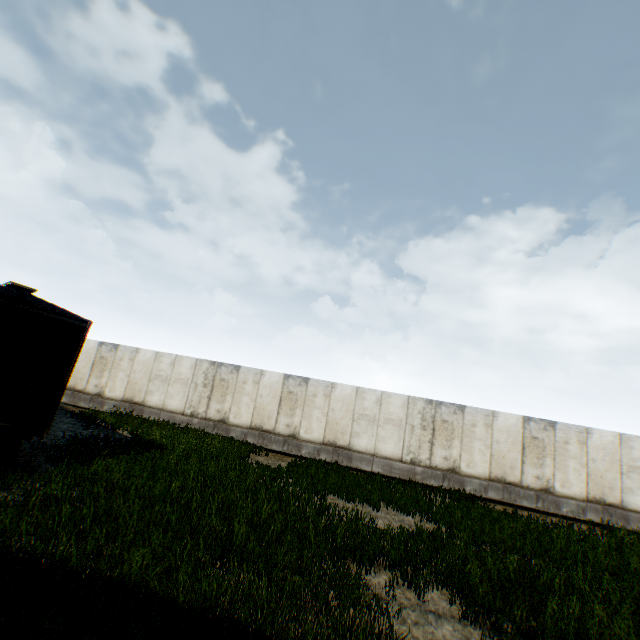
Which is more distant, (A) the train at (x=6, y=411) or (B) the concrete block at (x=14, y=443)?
(B) the concrete block at (x=14, y=443)

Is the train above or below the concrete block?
above

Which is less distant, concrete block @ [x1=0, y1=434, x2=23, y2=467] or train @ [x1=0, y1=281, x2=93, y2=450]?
train @ [x1=0, y1=281, x2=93, y2=450]

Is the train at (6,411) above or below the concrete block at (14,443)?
above

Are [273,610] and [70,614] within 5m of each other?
yes
